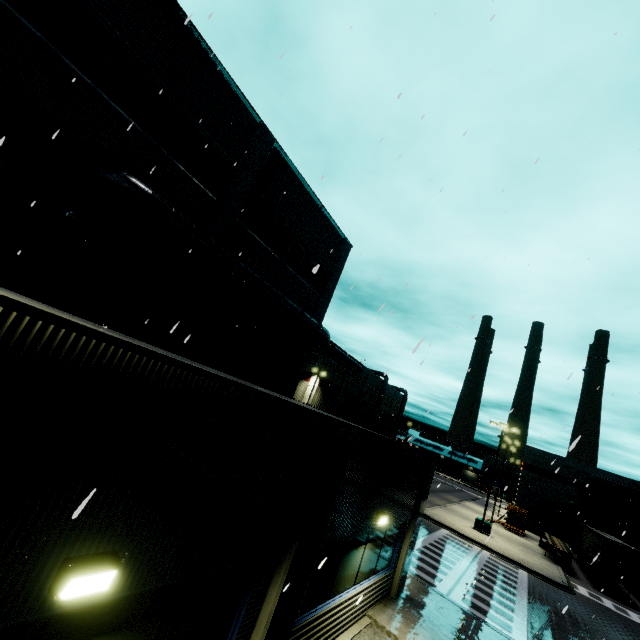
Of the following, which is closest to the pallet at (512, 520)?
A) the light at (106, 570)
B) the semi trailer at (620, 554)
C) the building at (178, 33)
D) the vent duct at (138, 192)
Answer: the building at (178, 33)

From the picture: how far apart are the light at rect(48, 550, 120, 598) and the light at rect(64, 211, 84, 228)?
8.90m

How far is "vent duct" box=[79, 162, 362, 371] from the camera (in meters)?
8.95

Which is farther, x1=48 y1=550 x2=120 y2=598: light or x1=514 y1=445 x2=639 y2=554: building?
x1=514 y1=445 x2=639 y2=554: building

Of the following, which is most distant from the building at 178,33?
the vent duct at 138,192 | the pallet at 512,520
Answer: the pallet at 512,520

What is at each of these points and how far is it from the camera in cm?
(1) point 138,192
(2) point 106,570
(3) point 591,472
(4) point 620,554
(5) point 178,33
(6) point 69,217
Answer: (1) vent duct, 921
(2) light, 308
(3) building, 4241
(4) semi trailer, 2584
(5) building, 1048
(6) light, 881

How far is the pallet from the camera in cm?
3643

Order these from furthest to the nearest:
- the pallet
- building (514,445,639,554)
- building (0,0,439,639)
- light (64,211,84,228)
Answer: building (514,445,639,554), the pallet, light (64,211,84,228), building (0,0,439,639)
